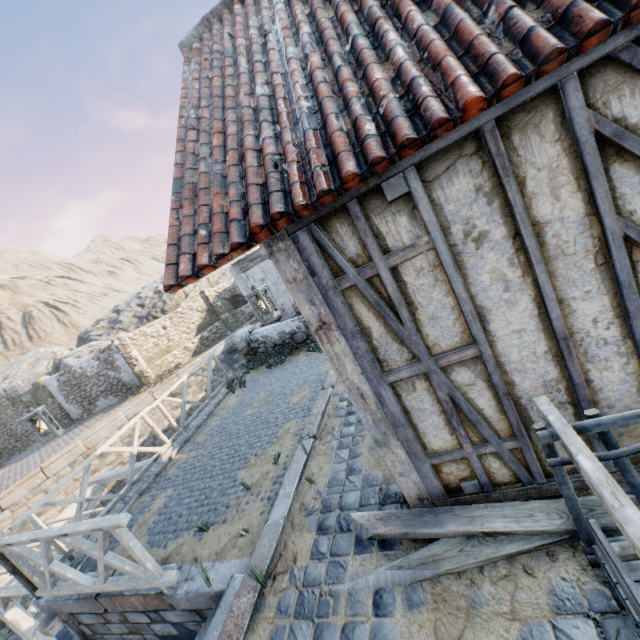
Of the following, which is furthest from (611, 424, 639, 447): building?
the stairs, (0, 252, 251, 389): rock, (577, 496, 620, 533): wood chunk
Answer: (0, 252, 251, 389): rock

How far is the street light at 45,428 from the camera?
4.92m

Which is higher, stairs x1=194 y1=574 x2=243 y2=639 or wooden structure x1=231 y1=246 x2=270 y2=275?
wooden structure x1=231 y1=246 x2=270 y2=275

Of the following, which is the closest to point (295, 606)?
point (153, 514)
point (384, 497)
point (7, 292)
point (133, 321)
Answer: point (384, 497)

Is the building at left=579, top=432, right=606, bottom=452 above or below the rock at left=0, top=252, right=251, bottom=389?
below

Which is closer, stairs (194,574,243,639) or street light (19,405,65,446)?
stairs (194,574,243,639)

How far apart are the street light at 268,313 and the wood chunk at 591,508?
2.81m

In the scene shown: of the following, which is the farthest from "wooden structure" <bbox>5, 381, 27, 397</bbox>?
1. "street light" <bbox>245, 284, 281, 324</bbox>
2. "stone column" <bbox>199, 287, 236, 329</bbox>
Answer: "stone column" <bbox>199, 287, 236, 329</bbox>
